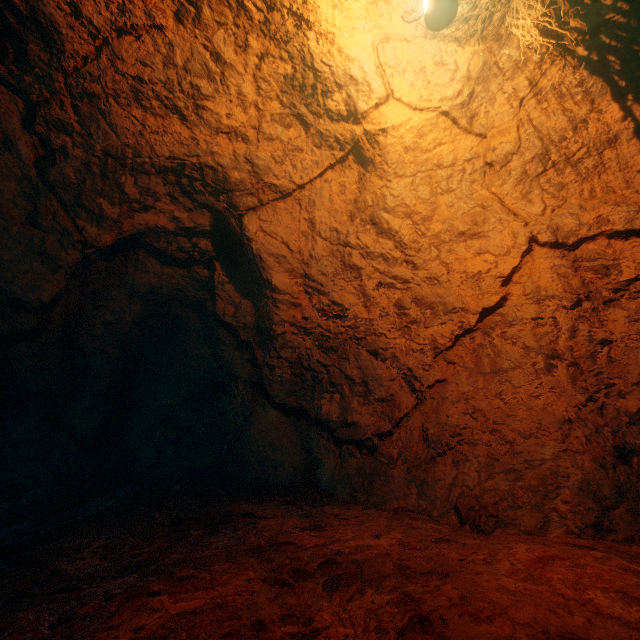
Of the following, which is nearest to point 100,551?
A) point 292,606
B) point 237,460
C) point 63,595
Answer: point 63,595
